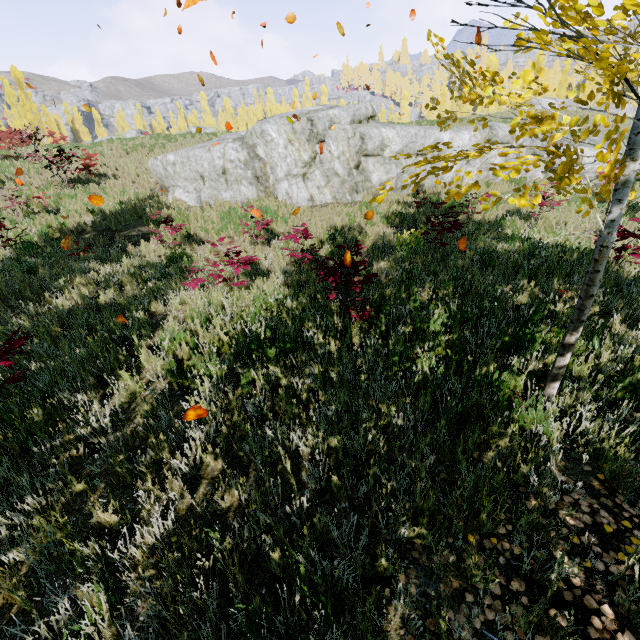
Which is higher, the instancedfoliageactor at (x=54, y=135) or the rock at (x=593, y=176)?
the instancedfoliageactor at (x=54, y=135)

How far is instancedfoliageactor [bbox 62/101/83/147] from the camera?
51.6 meters

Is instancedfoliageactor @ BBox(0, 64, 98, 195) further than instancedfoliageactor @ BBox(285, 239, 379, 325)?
Yes

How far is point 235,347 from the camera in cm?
479

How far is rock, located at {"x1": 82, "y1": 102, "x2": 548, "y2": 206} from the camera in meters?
12.2 m

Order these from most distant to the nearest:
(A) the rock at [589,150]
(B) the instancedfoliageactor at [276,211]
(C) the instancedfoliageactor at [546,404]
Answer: (A) the rock at [589,150], (B) the instancedfoliageactor at [276,211], (C) the instancedfoliageactor at [546,404]
